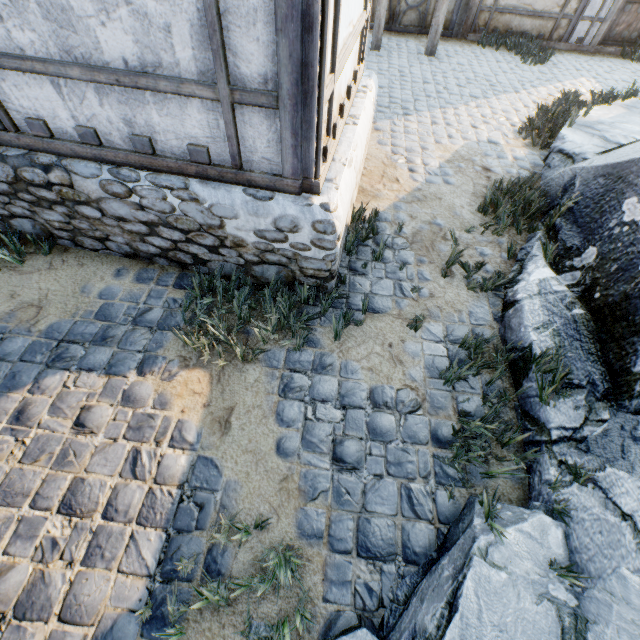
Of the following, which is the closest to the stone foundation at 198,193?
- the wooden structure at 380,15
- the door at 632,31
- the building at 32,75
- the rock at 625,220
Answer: the building at 32,75

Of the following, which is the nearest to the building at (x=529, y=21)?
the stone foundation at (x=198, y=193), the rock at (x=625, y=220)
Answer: the rock at (x=625, y=220)

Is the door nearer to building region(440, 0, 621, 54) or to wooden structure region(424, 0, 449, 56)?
building region(440, 0, 621, 54)

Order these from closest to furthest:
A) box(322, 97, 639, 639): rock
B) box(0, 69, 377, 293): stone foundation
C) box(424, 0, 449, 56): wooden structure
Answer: box(322, 97, 639, 639): rock, box(0, 69, 377, 293): stone foundation, box(424, 0, 449, 56): wooden structure

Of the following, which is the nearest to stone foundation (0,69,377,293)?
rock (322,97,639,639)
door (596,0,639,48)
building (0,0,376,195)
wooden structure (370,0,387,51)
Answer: building (0,0,376,195)

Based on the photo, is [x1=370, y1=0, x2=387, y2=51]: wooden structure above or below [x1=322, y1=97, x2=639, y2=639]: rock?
above

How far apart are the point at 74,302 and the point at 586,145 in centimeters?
688cm

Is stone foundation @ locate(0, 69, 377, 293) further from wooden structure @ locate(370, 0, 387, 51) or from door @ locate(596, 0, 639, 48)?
door @ locate(596, 0, 639, 48)
